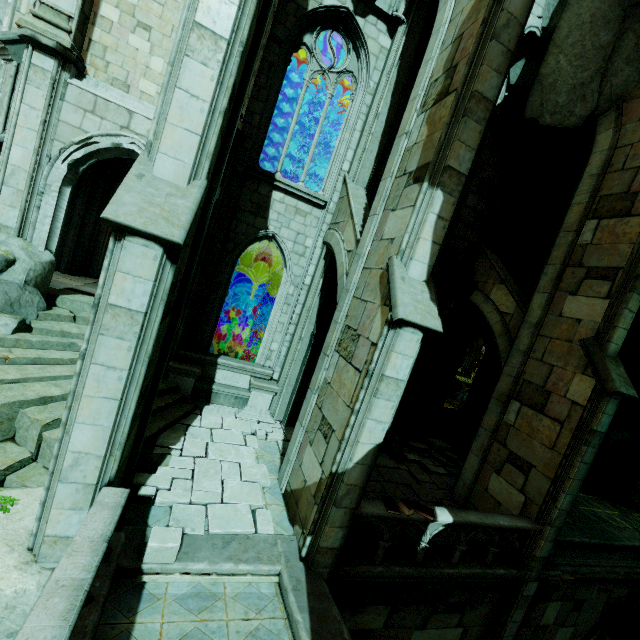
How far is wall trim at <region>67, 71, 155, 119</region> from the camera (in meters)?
8.09

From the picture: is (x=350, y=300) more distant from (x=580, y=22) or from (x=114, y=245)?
(x=580, y=22)

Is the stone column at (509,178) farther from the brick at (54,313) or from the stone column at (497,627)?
the brick at (54,313)

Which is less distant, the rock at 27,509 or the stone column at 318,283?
the rock at 27,509

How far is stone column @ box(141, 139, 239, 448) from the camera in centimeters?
827cm

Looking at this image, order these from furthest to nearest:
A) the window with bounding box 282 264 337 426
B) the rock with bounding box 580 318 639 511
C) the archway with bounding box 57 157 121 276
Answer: the rock with bounding box 580 318 639 511, the archway with bounding box 57 157 121 276, the window with bounding box 282 264 337 426

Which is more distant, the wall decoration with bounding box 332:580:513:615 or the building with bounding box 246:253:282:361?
the building with bounding box 246:253:282:361

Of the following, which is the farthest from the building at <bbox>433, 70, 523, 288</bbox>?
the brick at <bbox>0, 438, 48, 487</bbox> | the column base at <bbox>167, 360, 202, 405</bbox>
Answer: the brick at <bbox>0, 438, 48, 487</bbox>
